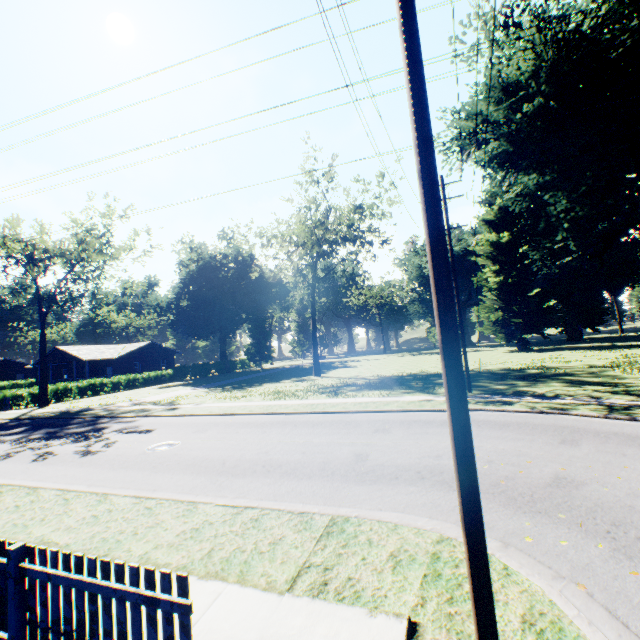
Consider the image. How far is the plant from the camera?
49.9m

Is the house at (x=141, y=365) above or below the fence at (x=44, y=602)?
above

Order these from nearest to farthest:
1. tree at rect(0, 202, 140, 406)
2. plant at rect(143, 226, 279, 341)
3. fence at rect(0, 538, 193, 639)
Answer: fence at rect(0, 538, 193, 639)
tree at rect(0, 202, 140, 406)
plant at rect(143, 226, 279, 341)

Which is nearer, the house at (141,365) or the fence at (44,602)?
the fence at (44,602)

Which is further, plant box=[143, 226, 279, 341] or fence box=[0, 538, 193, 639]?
plant box=[143, 226, 279, 341]

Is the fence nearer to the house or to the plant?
the plant

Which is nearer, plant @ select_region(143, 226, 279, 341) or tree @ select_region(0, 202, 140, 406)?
tree @ select_region(0, 202, 140, 406)

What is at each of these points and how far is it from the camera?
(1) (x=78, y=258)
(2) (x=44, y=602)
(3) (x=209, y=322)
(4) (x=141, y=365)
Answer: (1) tree, 33.7 meters
(2) fence, 3.5 meters
(3) plant, 51.6 meters
(4) house, 50.3 meters
